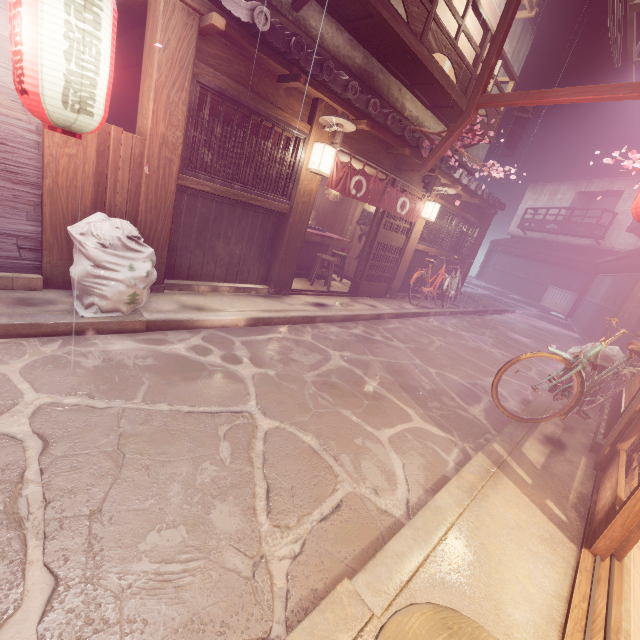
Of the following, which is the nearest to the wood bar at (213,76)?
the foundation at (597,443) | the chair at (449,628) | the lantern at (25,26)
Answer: the lantern at (25,26)

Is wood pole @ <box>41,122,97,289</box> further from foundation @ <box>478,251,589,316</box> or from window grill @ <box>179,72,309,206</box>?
window grill @ <box>179,72,309,206</box>

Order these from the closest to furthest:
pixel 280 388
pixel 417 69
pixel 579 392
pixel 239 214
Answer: pixel 280 388 < pixel 579 392 < pixel 239 214 < pixel 417 69

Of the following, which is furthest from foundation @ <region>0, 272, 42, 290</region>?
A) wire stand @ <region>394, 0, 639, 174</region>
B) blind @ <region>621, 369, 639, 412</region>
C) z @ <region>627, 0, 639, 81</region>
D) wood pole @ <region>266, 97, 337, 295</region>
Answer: z @ <region>627, 0, 639, 81</region>

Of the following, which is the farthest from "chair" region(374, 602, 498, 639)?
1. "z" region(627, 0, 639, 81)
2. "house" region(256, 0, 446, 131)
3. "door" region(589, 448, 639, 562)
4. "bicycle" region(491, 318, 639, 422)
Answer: "z" region(627, 0, 639, 81)

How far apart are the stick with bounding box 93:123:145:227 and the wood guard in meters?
4.6 m

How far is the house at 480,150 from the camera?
18.9m

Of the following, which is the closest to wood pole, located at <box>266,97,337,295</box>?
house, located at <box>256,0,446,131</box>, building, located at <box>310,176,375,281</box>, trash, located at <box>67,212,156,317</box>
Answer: building, located at <box>310,176,375,281</box>
